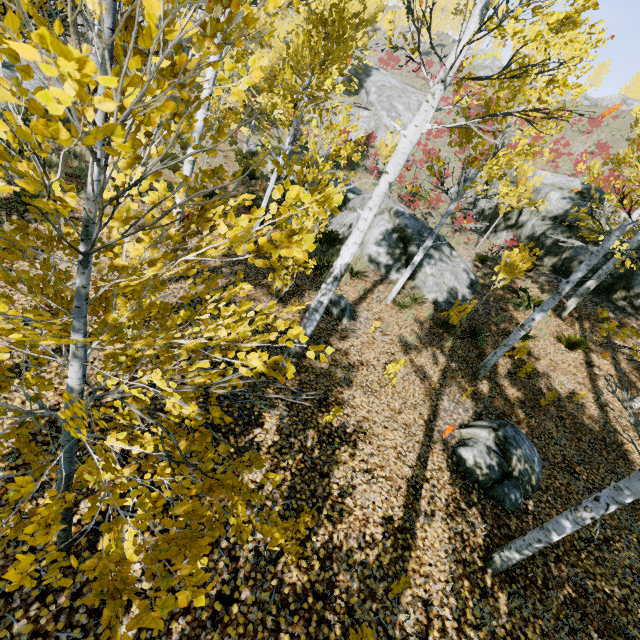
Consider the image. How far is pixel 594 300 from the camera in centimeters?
1301cm

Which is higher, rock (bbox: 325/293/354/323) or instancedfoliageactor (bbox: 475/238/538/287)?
instancedfoliageactor (bbox: 475/238/538/287)

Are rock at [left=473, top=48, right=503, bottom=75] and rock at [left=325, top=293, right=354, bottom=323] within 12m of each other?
no

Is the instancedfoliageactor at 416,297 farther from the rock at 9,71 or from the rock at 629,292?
the rock at 629,292

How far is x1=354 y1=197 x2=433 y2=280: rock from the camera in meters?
11.8 m

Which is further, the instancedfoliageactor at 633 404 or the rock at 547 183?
the rock at 547 183

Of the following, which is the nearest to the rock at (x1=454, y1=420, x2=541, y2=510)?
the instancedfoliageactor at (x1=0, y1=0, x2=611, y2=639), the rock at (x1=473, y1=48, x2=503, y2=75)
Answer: the instancedfoliageactor at (x1=0, y1=0, x2=611, y2=639)

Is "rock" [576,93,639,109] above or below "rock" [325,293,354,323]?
above
